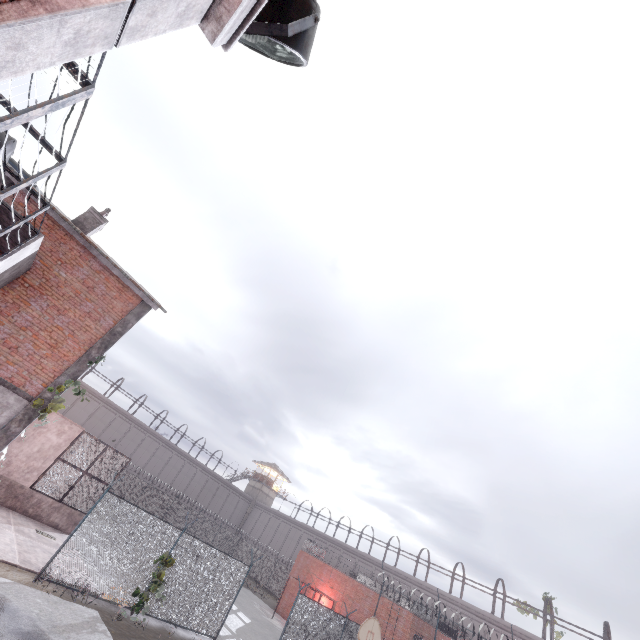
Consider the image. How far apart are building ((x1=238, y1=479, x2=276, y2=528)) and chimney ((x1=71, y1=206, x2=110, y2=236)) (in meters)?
53.80

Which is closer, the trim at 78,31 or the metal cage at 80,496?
the trim at 78,31

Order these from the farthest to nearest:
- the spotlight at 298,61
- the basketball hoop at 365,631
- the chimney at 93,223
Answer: the chimney at 93,223
the basketball hoop at 365,631
the spotlight at 298,61

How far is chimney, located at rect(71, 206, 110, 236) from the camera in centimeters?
1364cm

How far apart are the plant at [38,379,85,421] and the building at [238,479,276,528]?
52.6 meters

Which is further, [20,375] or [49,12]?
[20,375]

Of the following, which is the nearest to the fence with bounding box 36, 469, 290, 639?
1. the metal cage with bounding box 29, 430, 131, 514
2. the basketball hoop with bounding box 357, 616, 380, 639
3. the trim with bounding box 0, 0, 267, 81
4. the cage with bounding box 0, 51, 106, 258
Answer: the trim with bounding box 0, 0, 267, 81

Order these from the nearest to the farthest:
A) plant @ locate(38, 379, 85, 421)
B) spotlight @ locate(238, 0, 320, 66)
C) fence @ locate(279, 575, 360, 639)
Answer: spotlight @ locate(238, 0, 320, 66), plant @ locate(38, 379, 85, 421), fence @ locate(279, 575, 360, 639)
